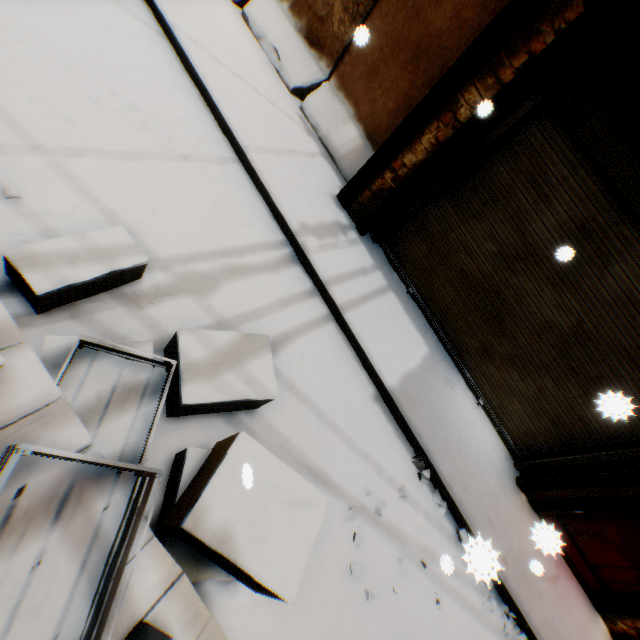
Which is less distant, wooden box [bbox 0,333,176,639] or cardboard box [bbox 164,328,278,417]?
wooden box [bbox 0,333,176,639]

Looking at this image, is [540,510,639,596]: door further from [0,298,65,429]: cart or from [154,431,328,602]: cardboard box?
[0,298,65,429]: cart

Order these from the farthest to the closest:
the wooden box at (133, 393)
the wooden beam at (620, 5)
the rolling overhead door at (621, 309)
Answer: the rolling overhead door at (621, 309), the wooden beam at (620, 5), the wooden box at (133, 393)

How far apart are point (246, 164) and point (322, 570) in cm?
435

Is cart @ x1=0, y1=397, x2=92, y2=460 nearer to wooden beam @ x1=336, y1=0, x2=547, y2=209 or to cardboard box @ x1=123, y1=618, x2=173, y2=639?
cardboard box @ x1=123, y1=618, x2=173, y2=639

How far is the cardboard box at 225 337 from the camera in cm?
217

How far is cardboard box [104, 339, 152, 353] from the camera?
1.99m

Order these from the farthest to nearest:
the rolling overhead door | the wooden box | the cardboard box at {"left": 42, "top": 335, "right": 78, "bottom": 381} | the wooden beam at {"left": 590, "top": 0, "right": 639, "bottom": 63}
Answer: the rolling overhead door
the wooden beam at {"left": 590, "top": 0, "right": 639, "bottom": 63}
the cardboard box at {"left": 42, "top": 335, "right": 78, "bottom": 381}
the wooden box
